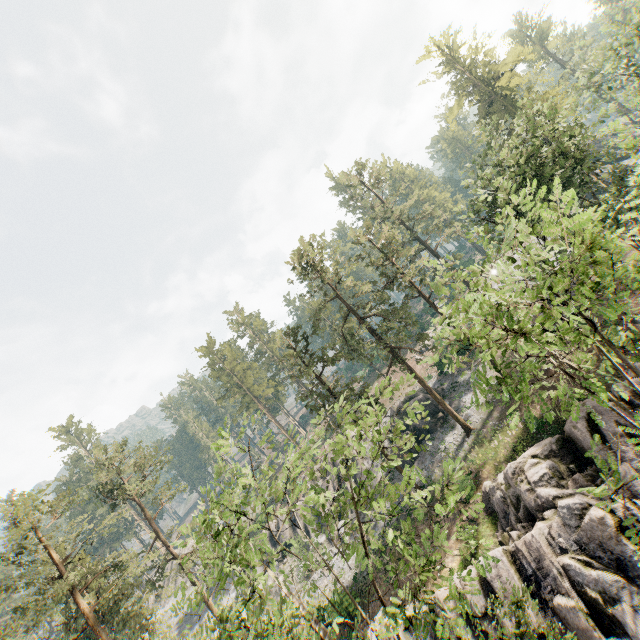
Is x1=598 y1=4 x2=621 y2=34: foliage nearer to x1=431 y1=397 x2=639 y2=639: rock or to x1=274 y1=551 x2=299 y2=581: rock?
x1=431 y1=397 x2=639 y2=639: rock

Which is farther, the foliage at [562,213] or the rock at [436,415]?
the rock at [436,415]

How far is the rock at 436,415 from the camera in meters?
36.8 m

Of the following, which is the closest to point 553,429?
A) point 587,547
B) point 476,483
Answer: point 476,483

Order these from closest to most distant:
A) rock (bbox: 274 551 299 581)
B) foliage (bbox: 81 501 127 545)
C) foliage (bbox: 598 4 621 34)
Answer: foliage (bbox: 81 501 127 545), foliage (bbox: 598 4 621 34), rock (bbox: 274 551 299 581)

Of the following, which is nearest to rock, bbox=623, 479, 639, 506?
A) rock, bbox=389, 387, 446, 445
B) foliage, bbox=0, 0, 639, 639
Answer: foliage, bbox=0, 0, 639, 639
